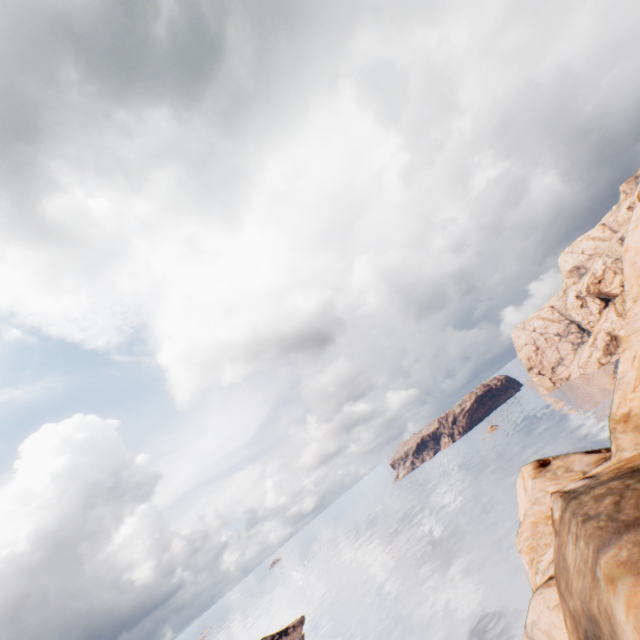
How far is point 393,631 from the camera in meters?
59.2 m
